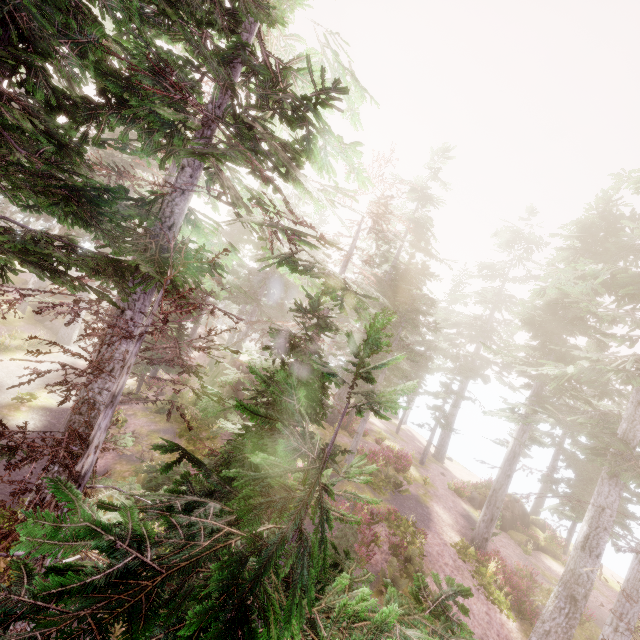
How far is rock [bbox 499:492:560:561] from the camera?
23.41m

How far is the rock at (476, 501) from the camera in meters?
25.5 m

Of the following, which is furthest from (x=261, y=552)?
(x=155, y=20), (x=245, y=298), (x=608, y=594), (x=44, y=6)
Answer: (x=245, y=298)

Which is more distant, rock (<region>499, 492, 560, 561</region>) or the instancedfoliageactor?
rock (<region>499, 492, 560, 561</region>)

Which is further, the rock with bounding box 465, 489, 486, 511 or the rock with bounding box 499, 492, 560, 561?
the rock with bounding box 465, 489, 486, 511

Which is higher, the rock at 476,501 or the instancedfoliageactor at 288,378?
the instancedfoliageactor at 288,378

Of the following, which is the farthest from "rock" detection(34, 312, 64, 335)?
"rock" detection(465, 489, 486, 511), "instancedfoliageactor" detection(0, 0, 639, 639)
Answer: "rock" detection(465, 489, 486, 511)
